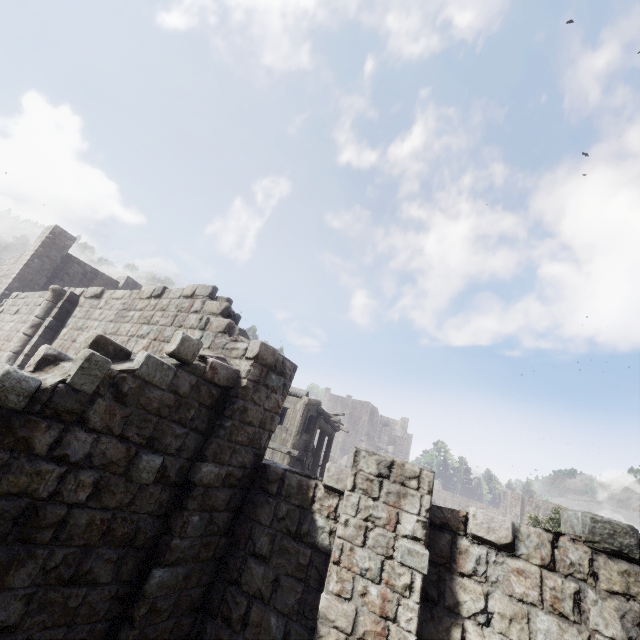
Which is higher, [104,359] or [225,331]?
[225,331]
